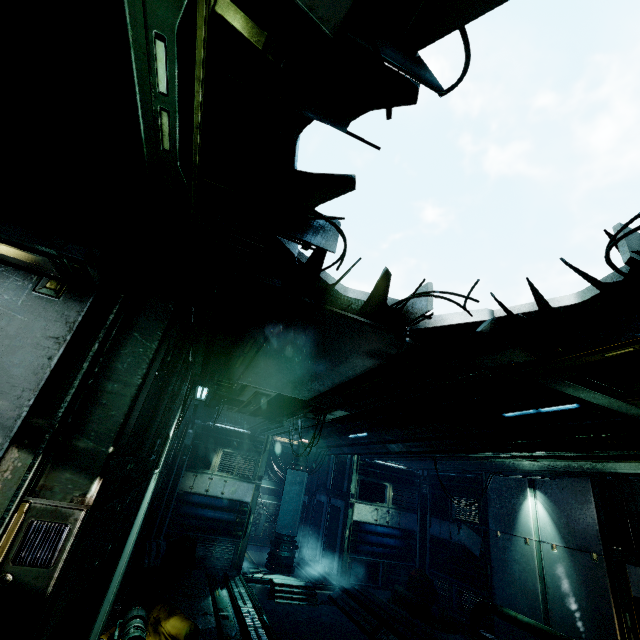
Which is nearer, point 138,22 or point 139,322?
point 138,22

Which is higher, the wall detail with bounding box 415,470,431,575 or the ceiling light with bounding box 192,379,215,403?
the ceiling light with bounding box 192,379,215,403

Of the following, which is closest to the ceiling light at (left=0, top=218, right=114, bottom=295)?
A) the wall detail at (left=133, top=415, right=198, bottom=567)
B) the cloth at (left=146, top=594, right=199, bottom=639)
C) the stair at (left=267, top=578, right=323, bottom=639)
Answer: the cloth at (left=146, top=594, right=199, bottom=639)

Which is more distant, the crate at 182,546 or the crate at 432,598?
the crate at 432,598

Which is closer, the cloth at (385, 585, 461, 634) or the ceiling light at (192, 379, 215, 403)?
the ceiling light at (192, 379, 215, 403)

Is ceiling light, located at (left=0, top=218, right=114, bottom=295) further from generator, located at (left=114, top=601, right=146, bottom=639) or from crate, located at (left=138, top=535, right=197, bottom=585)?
crate, located at (left=138, top=535, right=197, bottom=585)

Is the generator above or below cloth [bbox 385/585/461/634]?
above

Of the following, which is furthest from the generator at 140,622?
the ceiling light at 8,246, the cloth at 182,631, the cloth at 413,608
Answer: the cloth at 413,608
